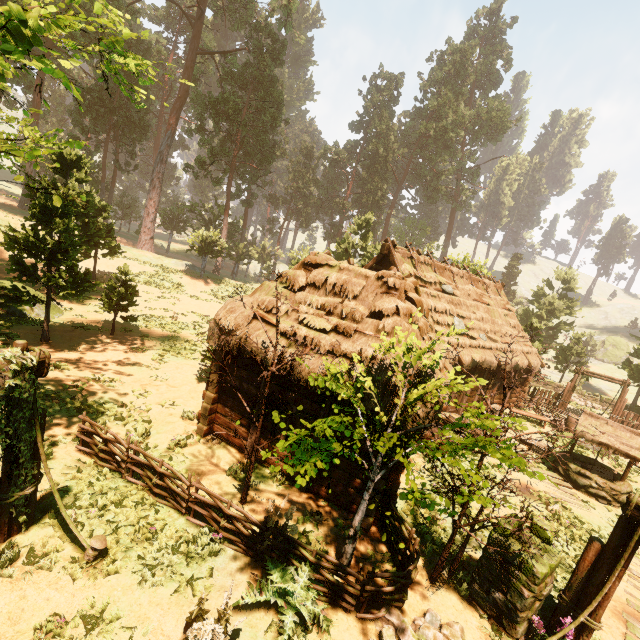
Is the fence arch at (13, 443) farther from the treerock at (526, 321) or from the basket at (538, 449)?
the basket at (538, 449)

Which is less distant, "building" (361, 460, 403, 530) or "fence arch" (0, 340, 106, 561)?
"fence arch" (0, 340, 106, 561)

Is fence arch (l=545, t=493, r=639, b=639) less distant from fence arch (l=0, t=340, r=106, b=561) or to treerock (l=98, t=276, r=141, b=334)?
treerock (l=98, t=276, r=141, b=334)

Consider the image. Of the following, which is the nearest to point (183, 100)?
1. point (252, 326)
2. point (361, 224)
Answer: point (361, 224)

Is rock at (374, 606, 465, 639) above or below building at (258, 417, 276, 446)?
below

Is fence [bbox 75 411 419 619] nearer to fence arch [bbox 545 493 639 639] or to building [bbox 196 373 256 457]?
building [bbox 196 373 256 457]

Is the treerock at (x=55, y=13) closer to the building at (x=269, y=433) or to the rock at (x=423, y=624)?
the building at (x=269, y=433)

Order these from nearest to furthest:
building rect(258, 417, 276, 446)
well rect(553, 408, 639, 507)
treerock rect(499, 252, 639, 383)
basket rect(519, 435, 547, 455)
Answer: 1. building rect(258, 417, 276, 446)
2. well rect(553, 408, 639, 507)
3. basket rect(519, 435, 547, 455)
4. treerock rect(499, 252, 639, 383)
